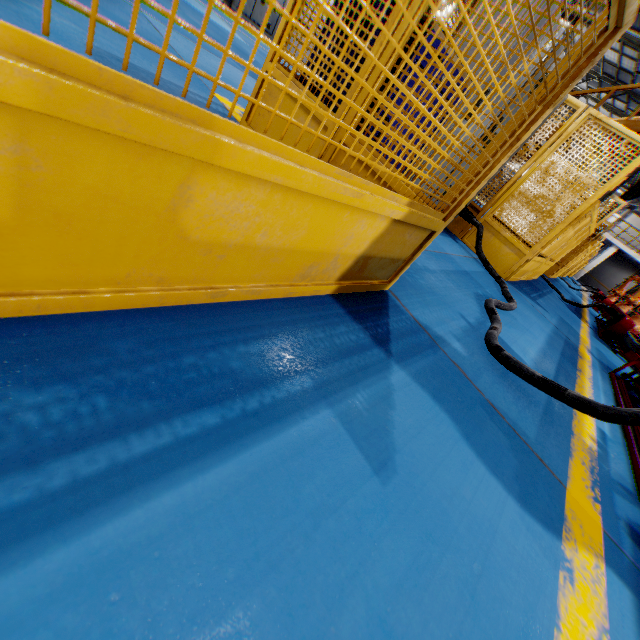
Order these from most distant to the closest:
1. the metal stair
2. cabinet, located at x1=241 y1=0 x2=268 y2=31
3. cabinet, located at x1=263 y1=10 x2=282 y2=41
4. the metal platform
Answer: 1. cabinet, located at x1=263 y1=10 x2=282 y2=41
2. cabinet, located at x1=241 y1=0 x2=268 y2=31
3. the metal stair
4. the metal platform

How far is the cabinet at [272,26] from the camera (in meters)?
15.86

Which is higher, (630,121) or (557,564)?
(630,121)

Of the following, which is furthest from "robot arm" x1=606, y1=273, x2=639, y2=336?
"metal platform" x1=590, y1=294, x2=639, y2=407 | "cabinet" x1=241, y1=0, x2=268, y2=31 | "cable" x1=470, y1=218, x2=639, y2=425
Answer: "cabinet" x1=241, y1=0, x2=268, y2=31

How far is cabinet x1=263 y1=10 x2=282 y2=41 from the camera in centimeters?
1586cm

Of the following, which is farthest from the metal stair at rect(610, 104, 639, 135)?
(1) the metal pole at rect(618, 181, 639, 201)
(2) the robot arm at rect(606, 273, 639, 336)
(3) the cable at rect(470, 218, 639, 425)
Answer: (3) the cable at rect(470, 218, 639, 425)

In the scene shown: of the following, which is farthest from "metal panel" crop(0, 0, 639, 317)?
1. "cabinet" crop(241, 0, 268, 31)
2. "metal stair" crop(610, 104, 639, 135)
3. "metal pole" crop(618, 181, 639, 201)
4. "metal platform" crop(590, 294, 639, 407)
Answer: "cabinet" crop(241, 0, 268, 31)

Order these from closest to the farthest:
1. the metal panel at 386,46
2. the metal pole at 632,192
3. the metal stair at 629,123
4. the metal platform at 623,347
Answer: the metal panel at 386,46
the metal platform at 623,347
the metal stair at 629,123
the metal pole at 632,192
